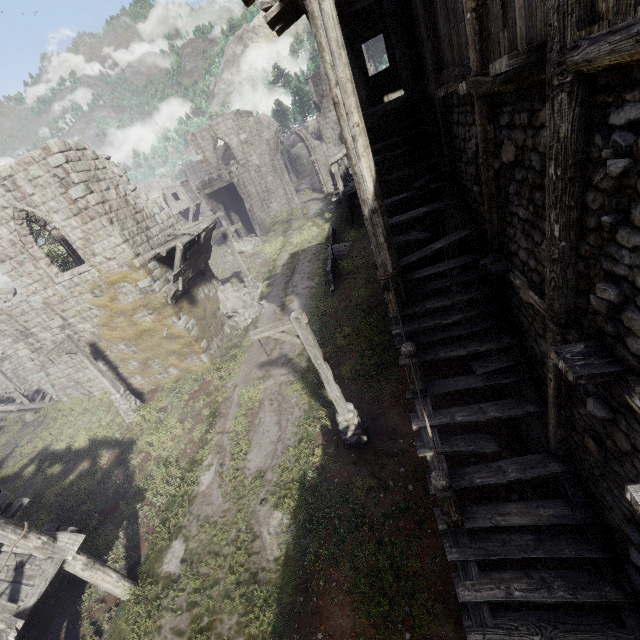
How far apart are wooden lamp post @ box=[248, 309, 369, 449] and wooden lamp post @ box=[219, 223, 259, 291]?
13.1m

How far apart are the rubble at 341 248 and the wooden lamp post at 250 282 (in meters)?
4.89

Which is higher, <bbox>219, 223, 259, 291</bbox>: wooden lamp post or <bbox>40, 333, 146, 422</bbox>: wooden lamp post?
<bbox>219, 223, 259, 291</bbox>: wooden lamp post

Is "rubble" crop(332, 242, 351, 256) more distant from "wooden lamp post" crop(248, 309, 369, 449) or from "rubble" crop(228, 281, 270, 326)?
"wooden lamp post" crop(248, 309, 369, 449)

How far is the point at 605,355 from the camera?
3.34m

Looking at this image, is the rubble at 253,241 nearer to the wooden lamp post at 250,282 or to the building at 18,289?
the building at 18,289

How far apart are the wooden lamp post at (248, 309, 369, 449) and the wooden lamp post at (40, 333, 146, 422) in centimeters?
1055cm

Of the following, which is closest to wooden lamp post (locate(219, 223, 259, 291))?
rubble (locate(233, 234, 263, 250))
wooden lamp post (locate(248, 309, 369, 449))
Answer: rubble (locate(233, 234, 263, 250))
